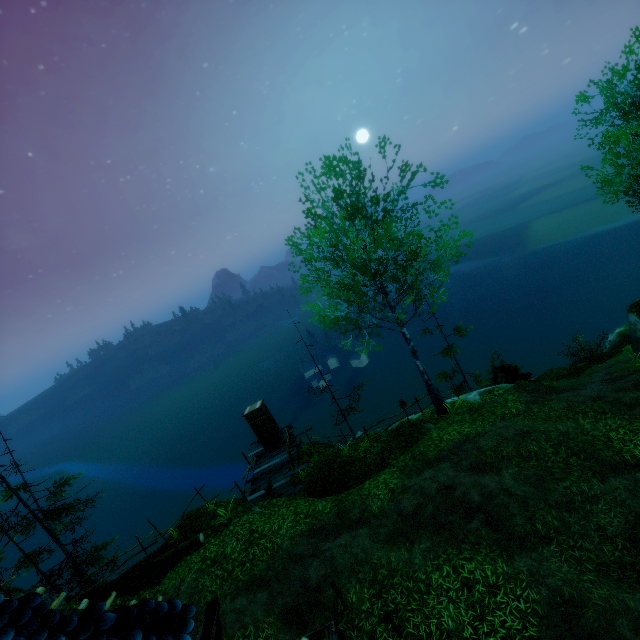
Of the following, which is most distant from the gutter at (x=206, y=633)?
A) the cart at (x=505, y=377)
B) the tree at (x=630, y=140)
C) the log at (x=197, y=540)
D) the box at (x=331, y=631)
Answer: the cart at (x=505, y=377)

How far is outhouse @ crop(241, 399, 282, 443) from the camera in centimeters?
1791cm

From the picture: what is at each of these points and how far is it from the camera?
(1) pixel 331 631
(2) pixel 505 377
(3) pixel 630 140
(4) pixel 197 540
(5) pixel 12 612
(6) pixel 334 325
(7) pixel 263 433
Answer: (1) box, 7.58m
(2) cart, 17.92m
(3) tree, 11.89m
(4) log, 12.74m
(5) building, 3.80m
(6) tree, 13.88m
(7) outhouse door, 18.08m

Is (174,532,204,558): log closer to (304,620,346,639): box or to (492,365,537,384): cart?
(304,620,346,639): box

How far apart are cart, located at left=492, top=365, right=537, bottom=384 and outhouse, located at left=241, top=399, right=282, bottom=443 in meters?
12.9

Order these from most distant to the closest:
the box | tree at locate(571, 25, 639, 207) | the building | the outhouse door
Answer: the outhouse door < tree at locate(571, 25, 639, 207) < the box < the building

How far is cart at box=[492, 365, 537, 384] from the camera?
18.0 meters

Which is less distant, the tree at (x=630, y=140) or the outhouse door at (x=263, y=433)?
the tree at (x=630, y=140)
